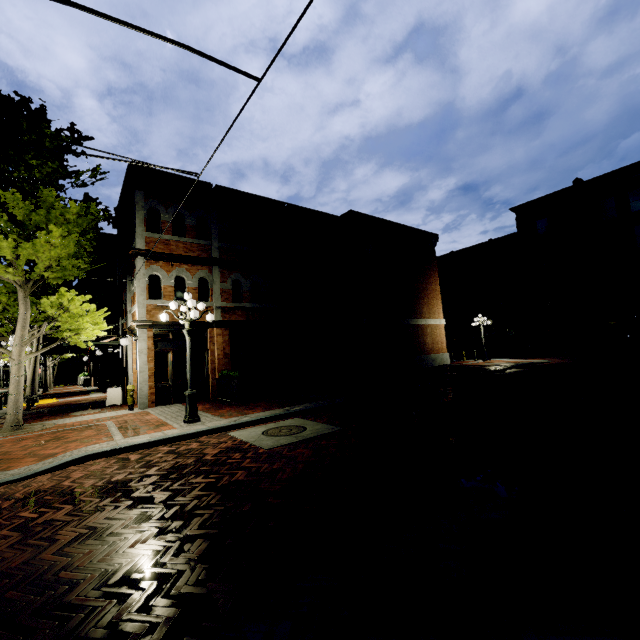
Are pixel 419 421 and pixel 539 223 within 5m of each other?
no

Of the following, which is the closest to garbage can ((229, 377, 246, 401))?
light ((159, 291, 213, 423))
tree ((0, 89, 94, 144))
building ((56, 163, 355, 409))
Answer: building ((56, 163, 355, 409))

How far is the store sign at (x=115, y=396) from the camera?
14.08m

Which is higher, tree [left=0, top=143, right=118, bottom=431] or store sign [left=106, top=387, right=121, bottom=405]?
tree [left=0, top=143, right=118, bottom=431]

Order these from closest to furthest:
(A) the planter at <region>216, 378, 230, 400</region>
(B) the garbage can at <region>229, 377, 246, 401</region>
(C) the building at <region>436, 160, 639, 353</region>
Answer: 1. (B) the garbage can at <region>229, 377, 246, 401</region>
2. (A) the planter at <region>216, 378, 230, 400</region>
3. (C) the building at <region>436, 160, 639, 353</region>

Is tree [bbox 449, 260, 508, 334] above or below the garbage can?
above

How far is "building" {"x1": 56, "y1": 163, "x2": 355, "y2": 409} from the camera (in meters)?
13.09

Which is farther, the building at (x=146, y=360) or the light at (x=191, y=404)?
the building at (x=146, y=360)
